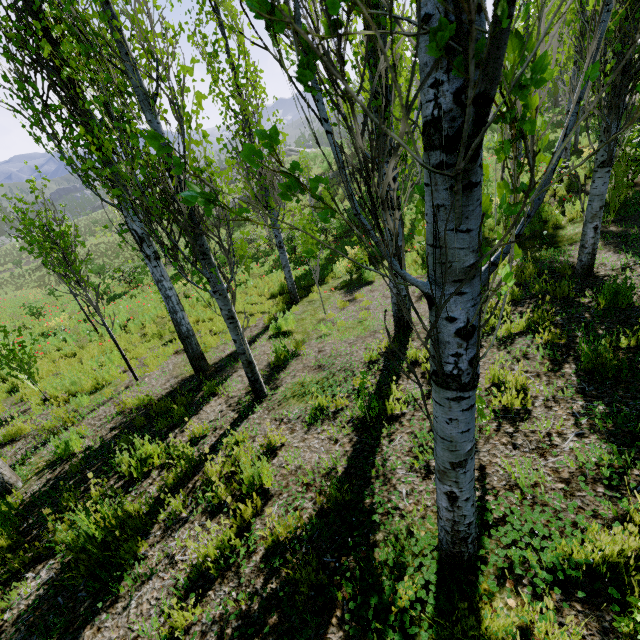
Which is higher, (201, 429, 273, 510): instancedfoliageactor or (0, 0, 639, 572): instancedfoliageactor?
(0, 0, 639, 572): instancedfoliageactor

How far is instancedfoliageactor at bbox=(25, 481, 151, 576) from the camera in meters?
2.9 m

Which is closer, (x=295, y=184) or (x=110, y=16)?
(x=295, y=184)

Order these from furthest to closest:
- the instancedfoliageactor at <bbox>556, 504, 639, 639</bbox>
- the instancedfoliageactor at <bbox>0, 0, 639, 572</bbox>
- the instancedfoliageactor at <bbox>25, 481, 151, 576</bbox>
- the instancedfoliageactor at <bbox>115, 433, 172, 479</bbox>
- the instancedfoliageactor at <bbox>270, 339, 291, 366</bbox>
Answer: the instancedfoliageactor at <bbox>270, 339, 291, 366</bbox> → the instancedfoliageactor at <bbox>115, 433, 172, 479</bbox> → the instancedfoliageactor at <bbox>25, 481, 151, 576</bbox> → the instancedfoliageactor at <bbox>556, 504, 639, 639</bbox> → the instancedfoliageactor at <bbox>0, 0, 639, 572</bbox>

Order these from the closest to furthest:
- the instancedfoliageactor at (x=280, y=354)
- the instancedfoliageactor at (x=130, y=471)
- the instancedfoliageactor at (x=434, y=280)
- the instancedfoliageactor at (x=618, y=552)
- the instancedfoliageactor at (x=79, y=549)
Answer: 1. the instancedfoliageactor at (x=434, y=280)
2. the instancedfoliageactor at (x=618, y=552)
3. the instancedfoliageactor at (x=79, y=549)
4. the instancedfoliageactor at (x=130, y=471)
5. the instancedfoliageactor at (x=280, y=354)

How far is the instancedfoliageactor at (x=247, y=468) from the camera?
3.2 meters
